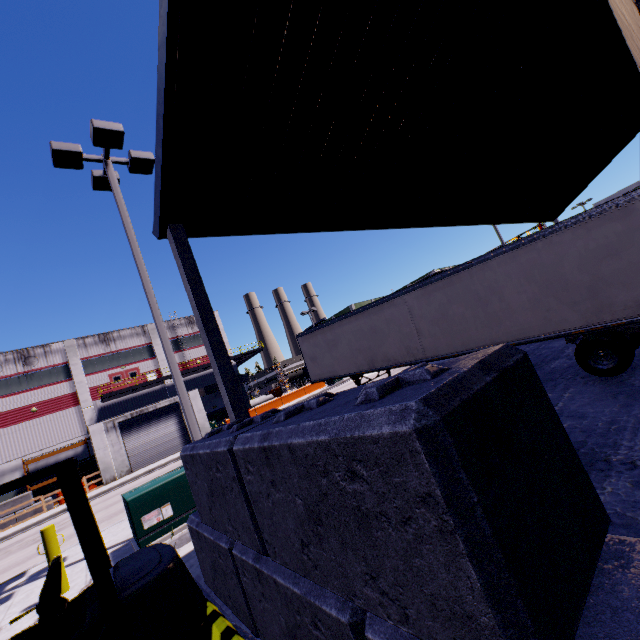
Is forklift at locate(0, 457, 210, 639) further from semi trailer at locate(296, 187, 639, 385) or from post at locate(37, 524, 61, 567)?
post at locate(37, 524, 61, 567)

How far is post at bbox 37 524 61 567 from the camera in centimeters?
587cm

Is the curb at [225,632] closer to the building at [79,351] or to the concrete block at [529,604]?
the concrete block at [529,604]

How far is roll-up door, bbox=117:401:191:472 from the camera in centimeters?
2745cm

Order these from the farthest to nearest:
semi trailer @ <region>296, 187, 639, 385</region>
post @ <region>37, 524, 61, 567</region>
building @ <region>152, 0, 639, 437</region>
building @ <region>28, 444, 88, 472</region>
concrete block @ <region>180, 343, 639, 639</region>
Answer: building @ <region>28, 444, 88, 472</region> → semi trailer @ <region>296, 187, 639, 385</region> → post @ <region>37, 524, 61, 567</region> → building @ <region>152, 0, 639, 437</region> → concrete block @ <region>180, 343, 639, 639</region>

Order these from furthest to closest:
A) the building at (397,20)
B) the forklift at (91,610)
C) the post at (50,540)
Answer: the post at (50,540), the building at (397,20), the forklift at (91,610)

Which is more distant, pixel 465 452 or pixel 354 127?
pixel 354 127

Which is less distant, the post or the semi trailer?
the post
